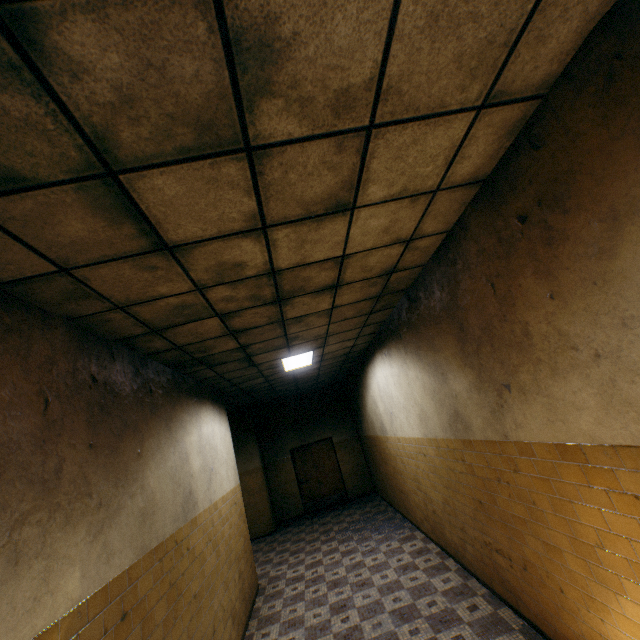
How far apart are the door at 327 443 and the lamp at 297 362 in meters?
5.7

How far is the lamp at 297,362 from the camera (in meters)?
6.20

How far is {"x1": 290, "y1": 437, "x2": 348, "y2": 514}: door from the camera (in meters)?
11.28

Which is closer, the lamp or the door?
the lamp

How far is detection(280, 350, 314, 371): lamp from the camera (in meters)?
6.20

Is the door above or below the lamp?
below

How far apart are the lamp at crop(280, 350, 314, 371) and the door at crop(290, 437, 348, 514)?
5.7 meters

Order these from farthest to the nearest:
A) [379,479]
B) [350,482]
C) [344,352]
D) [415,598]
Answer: [350,482]
[379,479]
[344,352]
[415,598]
